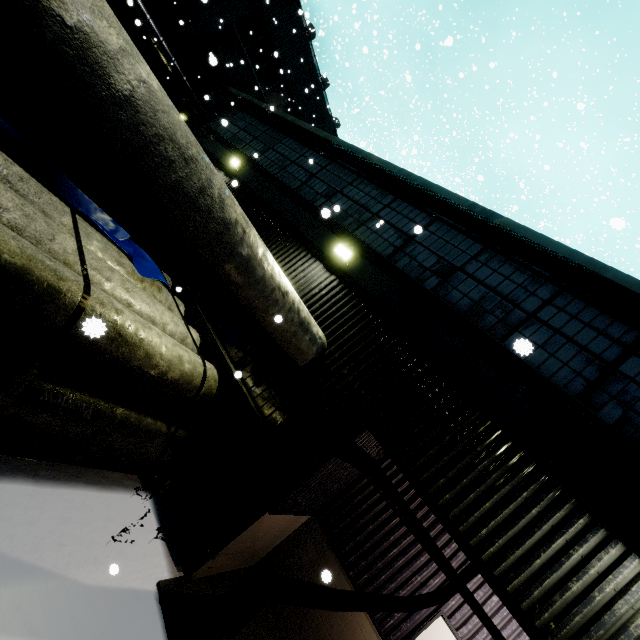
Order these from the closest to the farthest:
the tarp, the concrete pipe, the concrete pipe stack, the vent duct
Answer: the concrete pipe → the concrete pipe stack → the tarp → the vent duct

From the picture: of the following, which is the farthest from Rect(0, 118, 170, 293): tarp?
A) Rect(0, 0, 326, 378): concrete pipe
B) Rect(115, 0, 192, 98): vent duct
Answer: Rect(115, 0, 192, 98): vent duct

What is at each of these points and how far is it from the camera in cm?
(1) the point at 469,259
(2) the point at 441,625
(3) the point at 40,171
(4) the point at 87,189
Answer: (1) building, 596
(2) door, 497
(3) tarp, 486
(4) concrete pipe, 253

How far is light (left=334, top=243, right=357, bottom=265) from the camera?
6.54m

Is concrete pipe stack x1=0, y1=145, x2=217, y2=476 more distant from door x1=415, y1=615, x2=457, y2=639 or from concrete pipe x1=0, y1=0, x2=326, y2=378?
door x1=415, y1=615, x2=457, y2=639

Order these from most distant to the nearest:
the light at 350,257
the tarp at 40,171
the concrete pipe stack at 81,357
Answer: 1. the light at 350,257
2. the tarp at 40,171
3. the concrete pipe stack at 81,357

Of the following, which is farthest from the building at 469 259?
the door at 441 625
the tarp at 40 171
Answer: the tarp at 40 171

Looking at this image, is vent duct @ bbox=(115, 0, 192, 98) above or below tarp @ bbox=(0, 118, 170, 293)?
above
